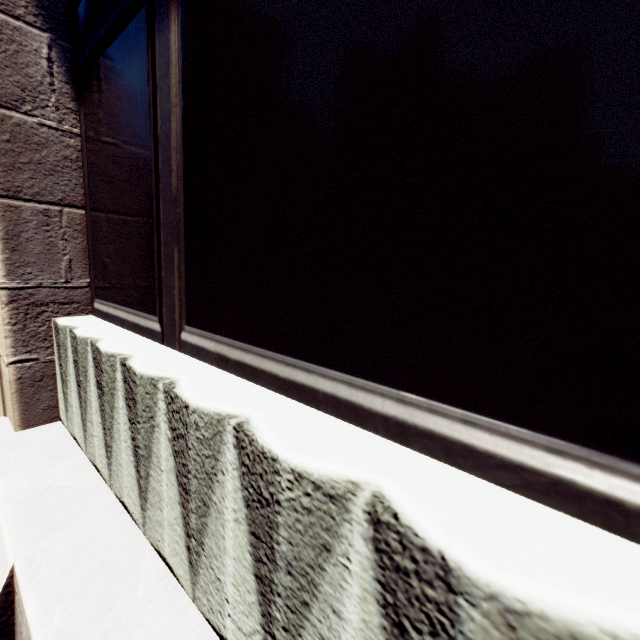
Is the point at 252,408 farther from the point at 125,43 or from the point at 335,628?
the point at 125,43
